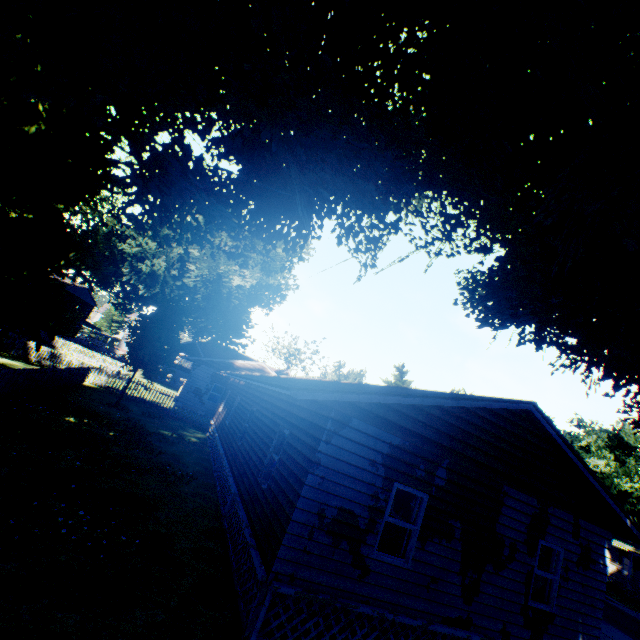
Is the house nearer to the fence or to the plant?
the fence

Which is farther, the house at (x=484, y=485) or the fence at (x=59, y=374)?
the fence at (x=59, y=374)

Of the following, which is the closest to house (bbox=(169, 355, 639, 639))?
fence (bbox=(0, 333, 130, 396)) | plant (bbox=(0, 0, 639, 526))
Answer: → fence (bbox=(0, 333, 130, 396))

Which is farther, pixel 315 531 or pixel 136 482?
pixel 136 482

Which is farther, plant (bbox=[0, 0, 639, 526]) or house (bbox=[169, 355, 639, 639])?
house (bbox=[169, 355, 639, 639])

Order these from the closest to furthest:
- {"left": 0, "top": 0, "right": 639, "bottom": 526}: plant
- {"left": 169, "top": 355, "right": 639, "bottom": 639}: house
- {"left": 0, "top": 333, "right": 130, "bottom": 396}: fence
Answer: {"left": 0, "top": 0, "right": 639, "bottom": 526}: plant < {"left": 169, "top": 355, "right": 639, "bottom": 639}: house < {"left": 0, "top": 333, "right": 130, "bottom": 396}: fence

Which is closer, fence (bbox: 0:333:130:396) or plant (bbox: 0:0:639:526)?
plant (bbox: 0:0:639:526)

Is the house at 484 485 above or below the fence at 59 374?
above
